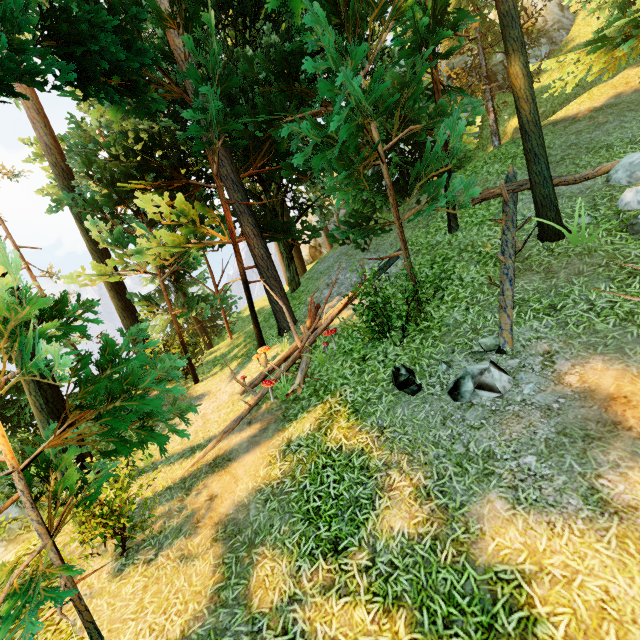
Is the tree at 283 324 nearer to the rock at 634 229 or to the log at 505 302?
the log at 505 302

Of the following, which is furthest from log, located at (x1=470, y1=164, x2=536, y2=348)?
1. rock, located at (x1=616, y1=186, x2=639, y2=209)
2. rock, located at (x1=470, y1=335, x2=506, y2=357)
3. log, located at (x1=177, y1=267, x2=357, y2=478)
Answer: log, located at (x1=177, y1=267, x2=357, y2=478)

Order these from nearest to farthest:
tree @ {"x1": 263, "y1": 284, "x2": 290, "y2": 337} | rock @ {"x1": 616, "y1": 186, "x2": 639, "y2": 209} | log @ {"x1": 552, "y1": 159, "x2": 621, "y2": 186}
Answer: rock @ {"x1": 616, "y1": 186, "x2": 639, "y2": 209} → log @ {"x1": 552, "y1": 159, "x2": 621, "y2": 186} → tree @ {"x1": 263, "y1": 284, "x2": 290, "y2": 337}

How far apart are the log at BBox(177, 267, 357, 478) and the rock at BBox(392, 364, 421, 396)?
2.33m

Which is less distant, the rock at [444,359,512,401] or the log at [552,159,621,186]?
the rock at [444,359,512,401]

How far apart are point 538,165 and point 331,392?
6.7 meters

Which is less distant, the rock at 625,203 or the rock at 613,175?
the rock at 625,203

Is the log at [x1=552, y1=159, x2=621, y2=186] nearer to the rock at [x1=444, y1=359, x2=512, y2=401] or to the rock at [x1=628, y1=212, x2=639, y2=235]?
the rock at [x1=444, y1=359, x2=512, y2=401]
